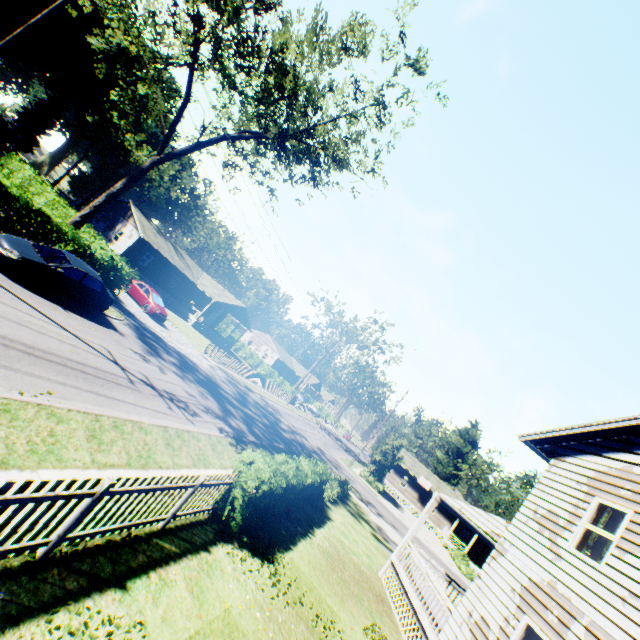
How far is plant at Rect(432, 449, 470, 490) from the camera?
57.8m

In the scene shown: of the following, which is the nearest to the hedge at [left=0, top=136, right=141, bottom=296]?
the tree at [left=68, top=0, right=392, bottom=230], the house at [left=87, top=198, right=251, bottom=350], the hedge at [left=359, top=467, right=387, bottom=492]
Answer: the tree at [left=68, top=0, right=392, bottom=230]

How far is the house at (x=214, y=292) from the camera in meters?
36.1

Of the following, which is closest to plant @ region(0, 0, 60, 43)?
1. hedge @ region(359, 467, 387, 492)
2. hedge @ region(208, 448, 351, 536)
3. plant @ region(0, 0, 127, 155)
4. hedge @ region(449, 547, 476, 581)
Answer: plant @ region(0, 0, 127, 155)

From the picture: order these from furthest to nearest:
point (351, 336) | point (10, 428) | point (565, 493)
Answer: point (351, 336) → point (565, 493) → point (10, 428)

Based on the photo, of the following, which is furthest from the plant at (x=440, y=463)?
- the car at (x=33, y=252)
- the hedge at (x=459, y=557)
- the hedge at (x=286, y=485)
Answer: the car at (x=33, y=252)

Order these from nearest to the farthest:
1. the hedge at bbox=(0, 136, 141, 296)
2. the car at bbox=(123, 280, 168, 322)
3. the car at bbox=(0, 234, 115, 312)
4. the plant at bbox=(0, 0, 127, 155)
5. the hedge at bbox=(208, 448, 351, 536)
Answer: the hedge at bbox=(208, 448, 351, 536), the car at bbox=(0, 234, 115, 312), the hedge at bbox=(0, 136, 141, 296), the car at bbox=(123, 280, 168, 322), the plant at bbox=(0, 0, 127, 155)

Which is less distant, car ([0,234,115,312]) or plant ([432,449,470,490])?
car ([0,234,115,312])
